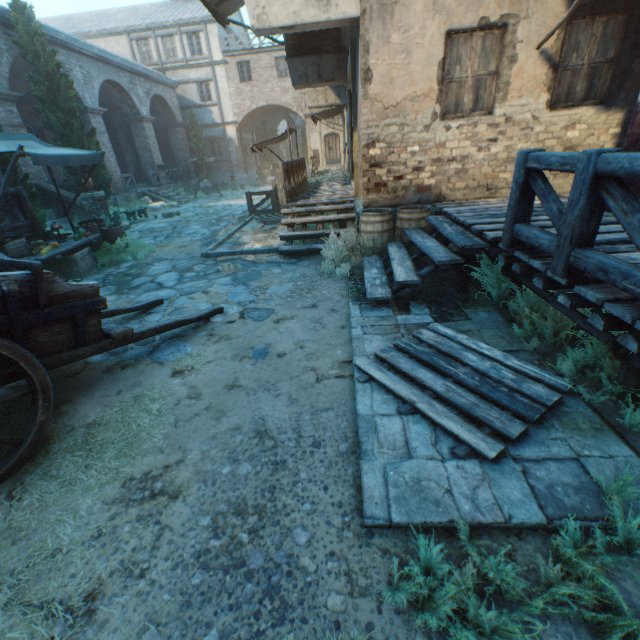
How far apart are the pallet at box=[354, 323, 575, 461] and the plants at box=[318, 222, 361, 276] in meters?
2.4 m

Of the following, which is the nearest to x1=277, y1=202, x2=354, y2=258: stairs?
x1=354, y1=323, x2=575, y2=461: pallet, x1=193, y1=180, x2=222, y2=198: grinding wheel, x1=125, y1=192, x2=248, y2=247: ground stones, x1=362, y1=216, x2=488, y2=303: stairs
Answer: x1=362, y1=216, x2=488, y2=303: stairs

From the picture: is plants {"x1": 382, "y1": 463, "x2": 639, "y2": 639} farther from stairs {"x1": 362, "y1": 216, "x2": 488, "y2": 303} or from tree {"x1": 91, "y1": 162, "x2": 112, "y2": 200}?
stairs {"x1": 362, "y1": 216, "x2": 488, "y2": 303}

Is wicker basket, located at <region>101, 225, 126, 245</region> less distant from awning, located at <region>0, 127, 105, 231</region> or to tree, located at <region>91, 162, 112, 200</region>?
awning, located at <region>0, 127, 105, 231</region>

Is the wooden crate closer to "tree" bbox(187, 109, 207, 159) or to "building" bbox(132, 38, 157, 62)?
"tree" bbox(187, 109, 207, 159)

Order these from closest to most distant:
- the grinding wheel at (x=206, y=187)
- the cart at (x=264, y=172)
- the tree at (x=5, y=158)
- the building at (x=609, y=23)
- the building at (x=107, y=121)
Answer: the building at (x=609, y=23) → the tree at (x=5, y=158) → the building at (x=107, y=121) → the grinding wheel at (x=206, y=187) → the cart at (x=264, y=172)

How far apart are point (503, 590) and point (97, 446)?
3.1m

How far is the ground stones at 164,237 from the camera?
10.5 meters
